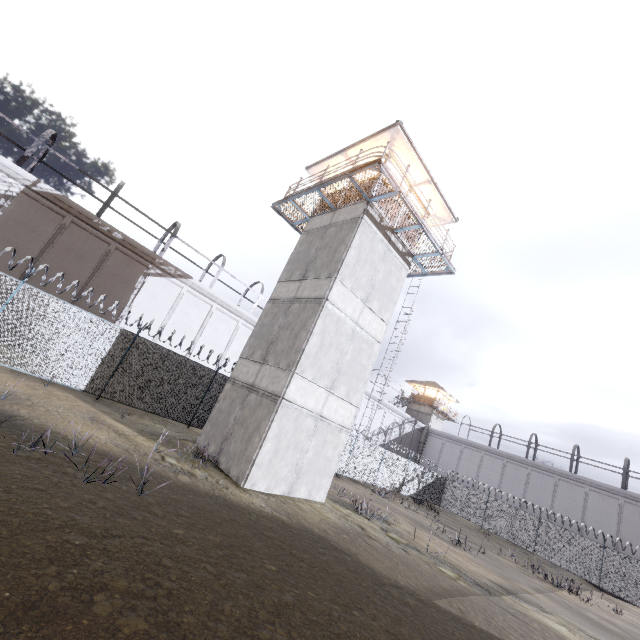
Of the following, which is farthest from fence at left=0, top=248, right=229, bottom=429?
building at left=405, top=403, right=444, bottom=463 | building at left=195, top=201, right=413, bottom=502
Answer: building at left=405, top=403, right=444, bottom=463

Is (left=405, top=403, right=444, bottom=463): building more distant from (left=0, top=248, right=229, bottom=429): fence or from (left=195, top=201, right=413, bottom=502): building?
(left=195, top=201, right=413, bottom=502): building

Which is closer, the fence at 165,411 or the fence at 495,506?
the fence at 165,411

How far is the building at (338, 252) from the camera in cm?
1120

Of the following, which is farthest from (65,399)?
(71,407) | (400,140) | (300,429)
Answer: (400,140)
